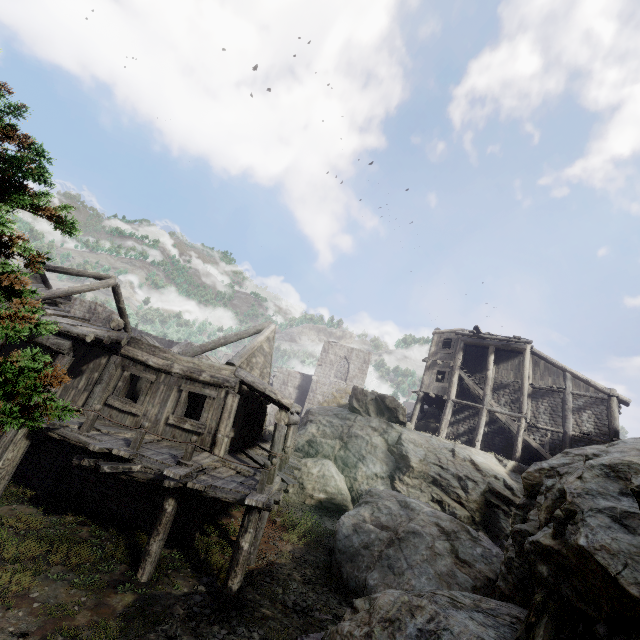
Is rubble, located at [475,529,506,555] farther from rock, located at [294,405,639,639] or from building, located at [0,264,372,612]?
building, located at [0,264,372,612]

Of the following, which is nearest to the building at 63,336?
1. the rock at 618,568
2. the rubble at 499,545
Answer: the rock at 618,568

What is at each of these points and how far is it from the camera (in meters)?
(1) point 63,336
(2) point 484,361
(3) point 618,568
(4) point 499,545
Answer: (1) building, 10.16
(2) building, 26.39
(3) rock, 3.02
(4) rubble, 14.72

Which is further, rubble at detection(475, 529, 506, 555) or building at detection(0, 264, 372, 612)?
rubble at detection(475, 529, 506, 555)

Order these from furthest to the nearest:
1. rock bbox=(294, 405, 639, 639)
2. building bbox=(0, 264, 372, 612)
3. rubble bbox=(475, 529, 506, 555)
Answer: rubble bbox=(475, 529, 506, 555) → building bbox=(0, 264, 372, 612) → rock bbox=(294, 405, 639, 639)

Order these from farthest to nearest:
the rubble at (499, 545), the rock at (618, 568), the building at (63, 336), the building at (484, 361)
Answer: the building at (484, 361) < the rubble at (499, 545) < the building at (63, 336) < the rock at (618, 568)
